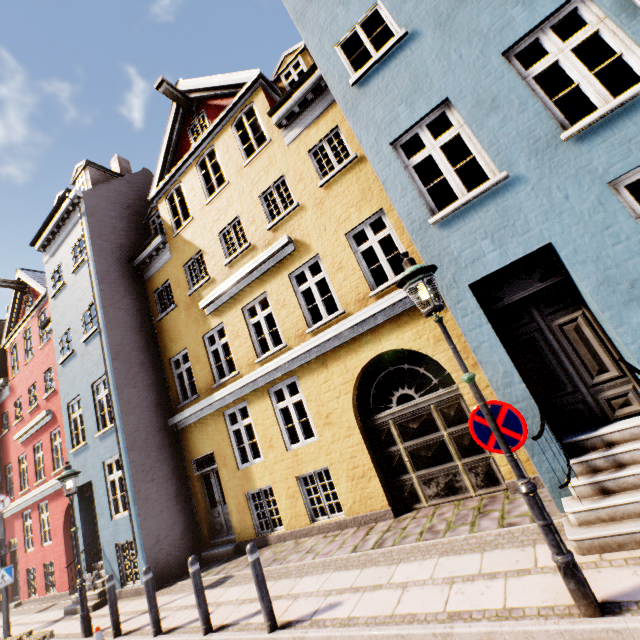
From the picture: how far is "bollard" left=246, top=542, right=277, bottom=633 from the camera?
4.6 meters

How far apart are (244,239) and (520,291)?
7.99m

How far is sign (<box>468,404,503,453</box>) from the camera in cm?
334

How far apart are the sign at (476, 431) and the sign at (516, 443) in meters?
0.1

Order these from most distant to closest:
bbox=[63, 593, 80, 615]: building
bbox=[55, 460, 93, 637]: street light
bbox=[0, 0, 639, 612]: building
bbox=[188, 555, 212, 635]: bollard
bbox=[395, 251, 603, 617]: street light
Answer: bbox=[63, 593, 80, 615]: building
bbox=[55, 460, 93, 637]: street light
bbox=[188, 555, 212, 635]: bollard
bbox=[0, 0, 639, 612]: building
bbox=[395, 251, 603, 617]: street light

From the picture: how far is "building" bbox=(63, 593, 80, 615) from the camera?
9.44m

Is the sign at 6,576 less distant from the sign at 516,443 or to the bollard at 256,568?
the bollard at 256,568

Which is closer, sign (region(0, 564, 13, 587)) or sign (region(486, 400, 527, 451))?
sign (region(486, 400, 527, 451))
